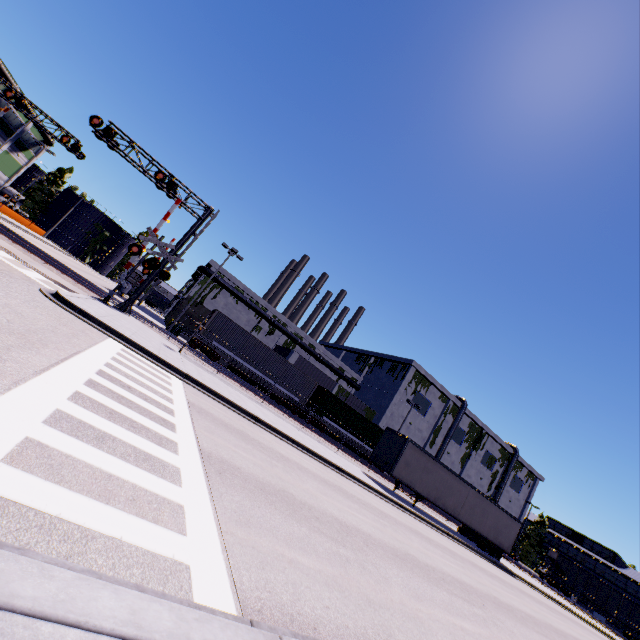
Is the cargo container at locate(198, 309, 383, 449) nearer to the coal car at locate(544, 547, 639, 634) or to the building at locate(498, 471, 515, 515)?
the building at locate(498, 471, 515, 515)

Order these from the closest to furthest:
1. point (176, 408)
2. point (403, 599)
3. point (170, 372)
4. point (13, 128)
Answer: point (403, 599), point (176, 408), point (170, 372), point (13, 128)

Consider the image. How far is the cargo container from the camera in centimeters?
2828cm

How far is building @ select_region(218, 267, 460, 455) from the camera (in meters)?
44.86

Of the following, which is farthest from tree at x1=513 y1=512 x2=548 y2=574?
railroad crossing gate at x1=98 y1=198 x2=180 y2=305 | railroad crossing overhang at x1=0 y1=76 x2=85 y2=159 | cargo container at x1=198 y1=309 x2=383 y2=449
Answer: railroad crossing overhang at x1=0 y1=76 x2=85 y2=159

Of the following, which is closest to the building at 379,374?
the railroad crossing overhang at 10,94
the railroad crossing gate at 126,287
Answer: the railroad crossing gate at 126,287

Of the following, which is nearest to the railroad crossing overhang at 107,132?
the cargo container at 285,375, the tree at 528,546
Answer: the cargo container at 285,375

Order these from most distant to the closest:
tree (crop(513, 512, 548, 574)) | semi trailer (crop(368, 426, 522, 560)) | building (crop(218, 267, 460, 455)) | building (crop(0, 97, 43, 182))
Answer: tree (crop(513, 512, 548, 574))
building (crop(0, 97, 43, 182))
building (crop(218, 267, 460, 455))
semi trailer (crop(368, 426, 522, 560))
